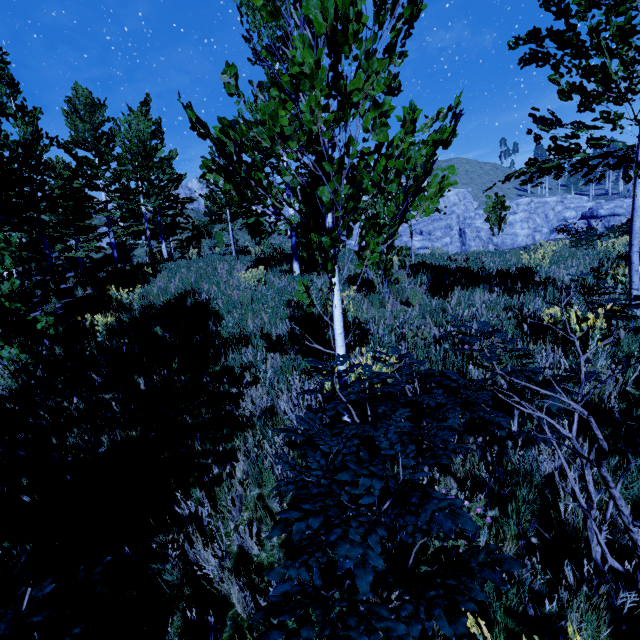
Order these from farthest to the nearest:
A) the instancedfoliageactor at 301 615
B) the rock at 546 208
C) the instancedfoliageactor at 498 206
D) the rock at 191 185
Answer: the rock at 191 185, the rock at 546 208, the instancedfoliageactor at 498 206, the instancedfoliageactor at 301 615

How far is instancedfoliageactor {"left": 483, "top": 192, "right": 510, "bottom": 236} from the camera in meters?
9.9 m

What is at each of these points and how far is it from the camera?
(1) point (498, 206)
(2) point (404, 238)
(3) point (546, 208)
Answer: (1) instancedfoliageactor, 10.0m
(2) rock, 46.9m
(3) rock, 59.1m

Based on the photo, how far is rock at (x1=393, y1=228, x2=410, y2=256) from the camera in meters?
17.5

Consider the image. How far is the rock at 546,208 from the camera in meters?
47.5

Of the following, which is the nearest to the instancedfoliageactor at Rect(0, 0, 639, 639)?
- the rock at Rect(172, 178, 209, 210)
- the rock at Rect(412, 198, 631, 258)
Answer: the rock at Rect(412, 198, 631, 258)

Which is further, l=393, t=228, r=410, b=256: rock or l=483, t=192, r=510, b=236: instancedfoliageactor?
l=393, t=228, r=410, b=256: rock
